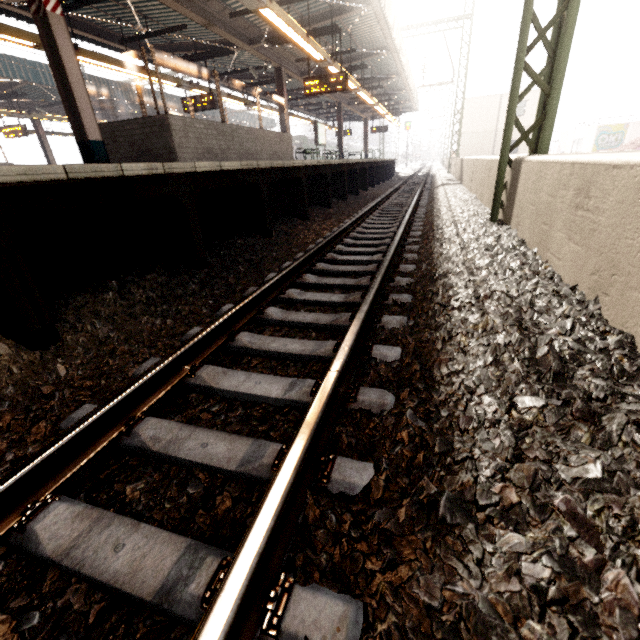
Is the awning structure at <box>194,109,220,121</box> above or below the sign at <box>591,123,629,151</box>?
above

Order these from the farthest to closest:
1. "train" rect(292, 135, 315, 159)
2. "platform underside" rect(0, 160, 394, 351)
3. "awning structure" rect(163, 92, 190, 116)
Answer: "train" rect(292, 135, 315, 159) < "awning structure" rect(163, 92, 190, 116) < "platform underside" rect(0, 160, 394, 351)

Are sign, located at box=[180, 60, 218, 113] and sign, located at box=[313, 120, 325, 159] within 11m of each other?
yes

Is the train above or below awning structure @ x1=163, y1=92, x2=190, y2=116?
below

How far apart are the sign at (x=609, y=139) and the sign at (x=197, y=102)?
39.6 meters

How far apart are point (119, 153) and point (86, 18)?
5.5m

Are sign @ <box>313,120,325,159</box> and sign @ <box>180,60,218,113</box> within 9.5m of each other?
yes

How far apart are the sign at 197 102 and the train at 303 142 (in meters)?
26.29
